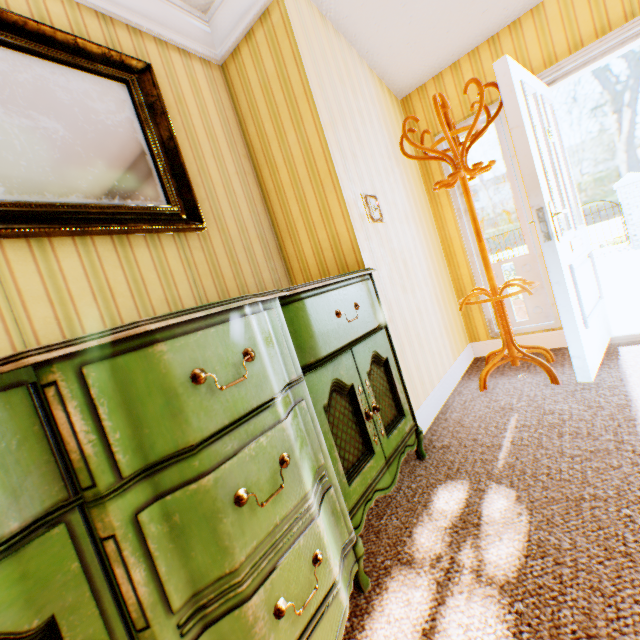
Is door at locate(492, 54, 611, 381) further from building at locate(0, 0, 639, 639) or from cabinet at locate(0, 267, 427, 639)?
cabinet at locate(0, 267, 427, 639)

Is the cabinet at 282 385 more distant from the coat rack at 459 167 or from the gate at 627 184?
the gate at 627 184

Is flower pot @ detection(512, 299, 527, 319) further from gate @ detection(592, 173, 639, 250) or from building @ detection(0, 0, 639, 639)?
gate @ detection(592, 173, 639, 250)

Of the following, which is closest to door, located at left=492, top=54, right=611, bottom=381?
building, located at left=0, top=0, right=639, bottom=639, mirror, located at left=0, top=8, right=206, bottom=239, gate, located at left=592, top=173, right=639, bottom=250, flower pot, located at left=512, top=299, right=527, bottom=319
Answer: building, located at left=0, top=0, right=639, bottom=639

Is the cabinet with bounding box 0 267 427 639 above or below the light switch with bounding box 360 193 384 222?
below

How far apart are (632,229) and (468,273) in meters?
12.6 m

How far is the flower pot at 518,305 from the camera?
3.5m

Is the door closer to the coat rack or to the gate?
the coat rack
